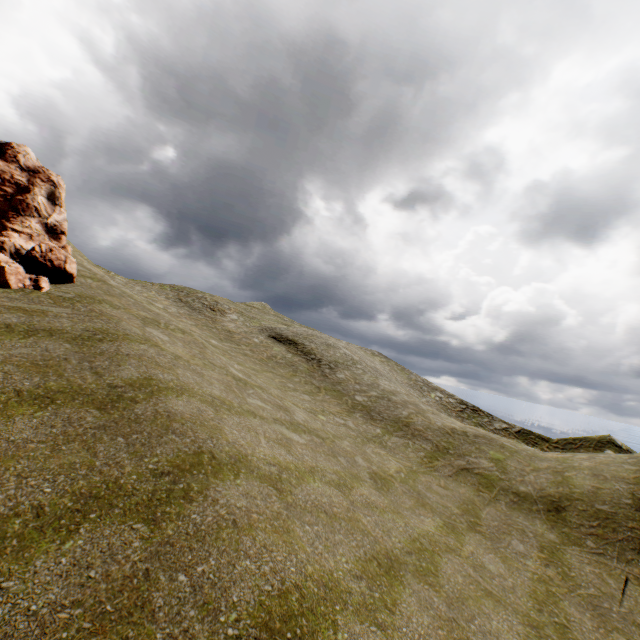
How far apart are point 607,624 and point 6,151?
29.4 meters
